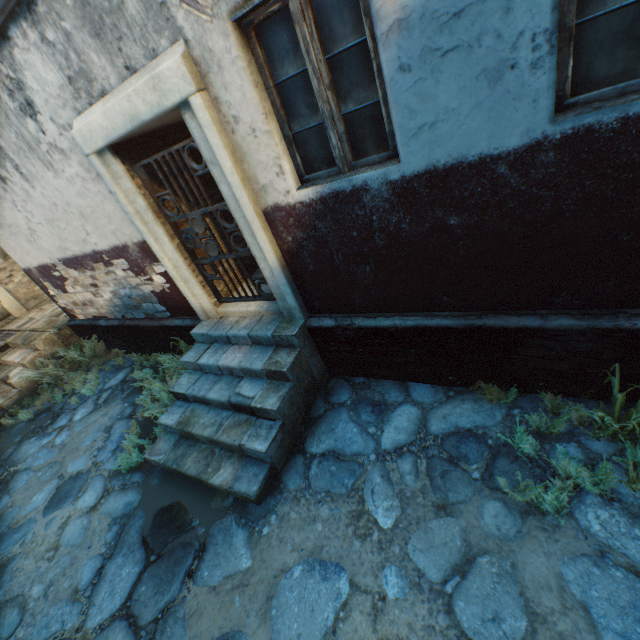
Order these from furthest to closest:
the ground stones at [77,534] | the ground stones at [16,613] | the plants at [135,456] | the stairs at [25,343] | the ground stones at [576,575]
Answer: the stairs at [25,343] < the plants at [135,456] < the ground stones at [77,534] < the ground stones at [16,613] < the ground stones at [576,575]

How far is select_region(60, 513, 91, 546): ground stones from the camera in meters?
3.8

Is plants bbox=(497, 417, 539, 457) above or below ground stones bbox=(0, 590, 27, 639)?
above

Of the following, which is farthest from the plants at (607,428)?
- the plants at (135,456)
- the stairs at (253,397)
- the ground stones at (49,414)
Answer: the plants at (135,456)

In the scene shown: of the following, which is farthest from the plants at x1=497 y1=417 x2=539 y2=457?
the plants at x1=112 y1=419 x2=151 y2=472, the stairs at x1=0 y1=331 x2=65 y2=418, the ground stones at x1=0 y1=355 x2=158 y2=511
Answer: the stairs at x1=0 y1=331 x2=65 y2=418

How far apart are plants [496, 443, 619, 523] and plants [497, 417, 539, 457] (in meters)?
0.11

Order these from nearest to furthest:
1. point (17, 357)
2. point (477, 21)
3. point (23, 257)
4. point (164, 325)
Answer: point (477, 21), point (164, 325), point (23, 257), point (17, 357)
